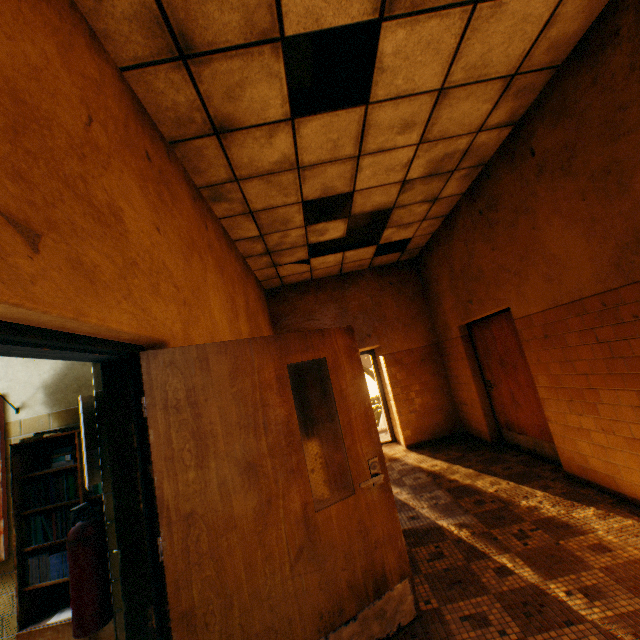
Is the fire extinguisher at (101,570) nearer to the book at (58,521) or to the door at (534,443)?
the book at (58,521)

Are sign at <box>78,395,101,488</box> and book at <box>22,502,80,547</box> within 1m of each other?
yes

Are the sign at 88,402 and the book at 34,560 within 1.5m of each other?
yes

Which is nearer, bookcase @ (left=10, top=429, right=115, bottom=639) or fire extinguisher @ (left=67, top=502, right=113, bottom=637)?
fire extinguisher @ (left=67, top=502, right=113, bottom=637)

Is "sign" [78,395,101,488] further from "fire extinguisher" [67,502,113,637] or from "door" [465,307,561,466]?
"door" [465,307,561,466]

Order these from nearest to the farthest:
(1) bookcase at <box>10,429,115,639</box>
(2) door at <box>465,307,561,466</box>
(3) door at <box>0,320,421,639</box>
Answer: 1. (3) door at <box>0,320,421,639</box>
2. (1) bookcase at <box>10,429,115,639</box>
3. (2) door at <box>465,307,561,466</box>

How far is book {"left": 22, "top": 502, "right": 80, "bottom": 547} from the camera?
2.33m

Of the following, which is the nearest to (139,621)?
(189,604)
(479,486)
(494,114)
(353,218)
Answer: (189,604)
